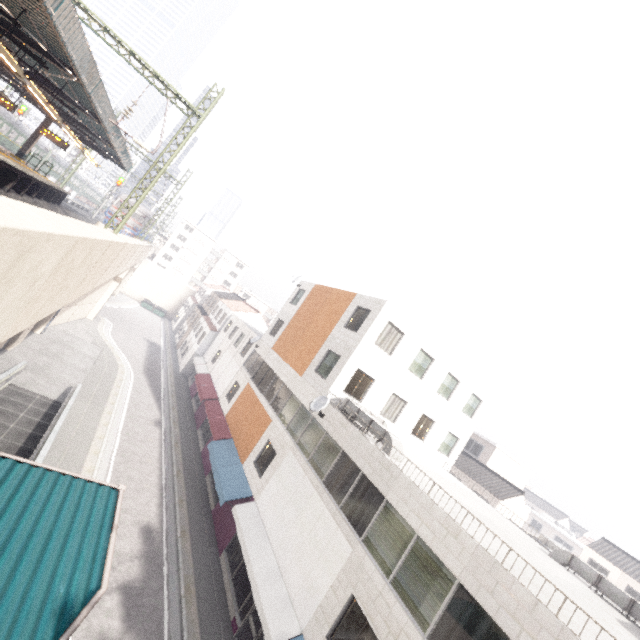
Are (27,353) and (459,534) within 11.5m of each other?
no

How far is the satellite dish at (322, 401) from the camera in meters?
15.0

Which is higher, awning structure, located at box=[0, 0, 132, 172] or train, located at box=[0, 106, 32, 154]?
awning structure, located at box=[0, 0, 132, 172]

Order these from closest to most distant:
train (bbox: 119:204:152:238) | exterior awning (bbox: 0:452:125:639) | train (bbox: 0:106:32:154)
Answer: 1. exterior awning (bbox: 0:452:125:639)
2. train (bbox: 0:106:32:154)
3. train (bbox: 119:204:152:238)

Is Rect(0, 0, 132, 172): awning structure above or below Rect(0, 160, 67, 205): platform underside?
above

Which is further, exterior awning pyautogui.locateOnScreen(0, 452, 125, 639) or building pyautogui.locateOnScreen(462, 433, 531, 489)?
building pyautogui.locateOnScreen(462, 433, 531, 489)

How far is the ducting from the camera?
12.5m

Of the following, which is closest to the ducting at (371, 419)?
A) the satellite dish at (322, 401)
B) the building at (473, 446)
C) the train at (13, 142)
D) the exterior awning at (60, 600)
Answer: the satellite dish at (322, 401)
